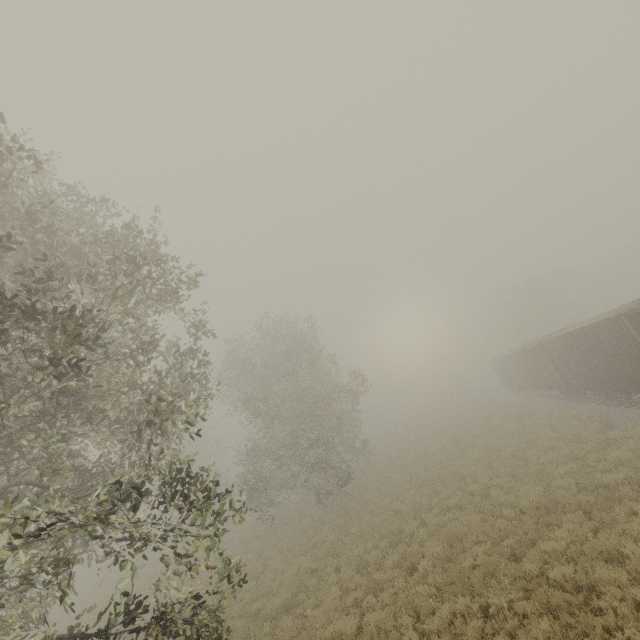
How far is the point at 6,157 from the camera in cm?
757

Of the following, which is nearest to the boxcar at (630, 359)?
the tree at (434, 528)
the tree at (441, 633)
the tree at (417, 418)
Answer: the tree at (441, 633)

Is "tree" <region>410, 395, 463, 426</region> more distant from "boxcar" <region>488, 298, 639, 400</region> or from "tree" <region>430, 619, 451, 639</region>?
"tree" <region>430, 619, 451, 639</region>

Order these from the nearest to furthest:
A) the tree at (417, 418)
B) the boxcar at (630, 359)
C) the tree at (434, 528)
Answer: the tree at (434, 528) < the boxcar at (630, 359) < the tree at (417, 418)

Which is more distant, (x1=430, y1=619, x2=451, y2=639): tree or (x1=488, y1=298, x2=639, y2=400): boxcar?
(x1=488, y1=298, x2=639, y2=400): boxcar

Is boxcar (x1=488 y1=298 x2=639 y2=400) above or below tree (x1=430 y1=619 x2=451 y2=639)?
above

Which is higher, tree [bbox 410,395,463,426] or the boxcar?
the boxcar

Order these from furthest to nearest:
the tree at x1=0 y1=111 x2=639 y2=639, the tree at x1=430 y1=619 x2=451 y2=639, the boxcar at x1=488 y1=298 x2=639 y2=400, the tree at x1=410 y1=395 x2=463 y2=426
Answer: the tree at x1=410 y1=395 x2=463 y2=426
the boxcar at x1=488 y1=298 x2=639 y2=400
the tree at x1=430 y1=619 x2=451 y2=639
the tree at x1=0 y1=111 x2=639 y2=639
